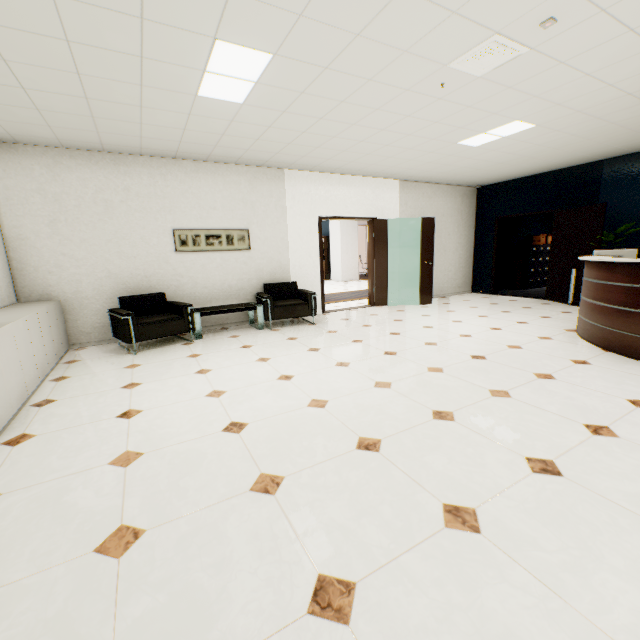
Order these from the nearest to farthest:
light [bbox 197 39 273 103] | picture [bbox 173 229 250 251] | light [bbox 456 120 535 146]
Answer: light [bbox 197 39 273 103] < light [bbox 456 120 535 146] < picture [bbox 173 229 250 251]

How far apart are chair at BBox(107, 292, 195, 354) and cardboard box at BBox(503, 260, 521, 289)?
9.3 meters

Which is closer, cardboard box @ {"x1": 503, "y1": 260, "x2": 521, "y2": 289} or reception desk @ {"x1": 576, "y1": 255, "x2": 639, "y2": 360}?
reception desk @ {"x1": 576, "y1": 255, "x2": 639, "y2": 360}

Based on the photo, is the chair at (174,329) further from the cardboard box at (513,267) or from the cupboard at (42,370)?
the cardboard box at (513,267)

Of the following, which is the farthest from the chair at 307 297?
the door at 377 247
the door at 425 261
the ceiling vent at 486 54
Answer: the ceiling vent at 486 54

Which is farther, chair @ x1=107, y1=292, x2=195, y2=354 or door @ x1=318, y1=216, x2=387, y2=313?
door @ x1=318, y1=216, x2=387, y2=313

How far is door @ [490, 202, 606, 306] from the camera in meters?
6.4

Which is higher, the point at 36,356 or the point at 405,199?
the point at 405,199
